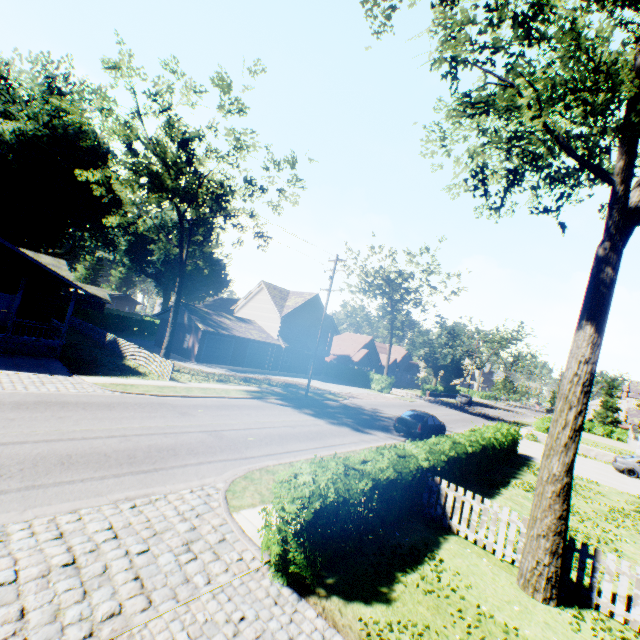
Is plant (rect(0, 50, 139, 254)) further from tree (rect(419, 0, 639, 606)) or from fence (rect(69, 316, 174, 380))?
fence (rect(69, 316, 174, 380))

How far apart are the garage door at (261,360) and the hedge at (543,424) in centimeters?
2927cm

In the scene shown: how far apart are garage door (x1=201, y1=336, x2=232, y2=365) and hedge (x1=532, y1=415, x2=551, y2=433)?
32.17m

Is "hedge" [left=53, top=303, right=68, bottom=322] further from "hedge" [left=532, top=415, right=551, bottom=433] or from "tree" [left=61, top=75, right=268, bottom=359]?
"tree" [left=61, top=75, right=268, bottom=359]

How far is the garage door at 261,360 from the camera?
37.4m

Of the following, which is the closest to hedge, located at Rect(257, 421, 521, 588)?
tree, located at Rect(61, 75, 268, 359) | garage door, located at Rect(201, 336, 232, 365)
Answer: tree, located at Rect(61, 75, 268, 359)

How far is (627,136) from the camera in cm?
693

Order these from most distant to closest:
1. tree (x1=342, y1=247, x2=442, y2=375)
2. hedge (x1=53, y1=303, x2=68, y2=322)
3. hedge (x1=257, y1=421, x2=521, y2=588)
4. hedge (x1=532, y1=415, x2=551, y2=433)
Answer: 1. hedge (x1=53, y1=303, x2=68, y2=322)
2. tree (x1=342, y1=247, x2=442, y2=375)
3. hedge (x1=532, y1=415, x2=551, y2=433)
4. hedge (x1=257, y1=421, x2=521, y2=588)
